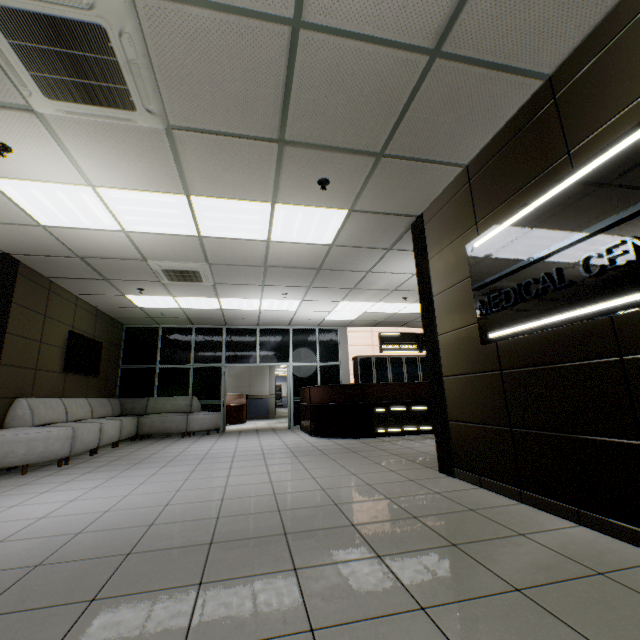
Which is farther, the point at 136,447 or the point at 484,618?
the point at 136,447

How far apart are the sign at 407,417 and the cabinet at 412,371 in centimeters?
291cm

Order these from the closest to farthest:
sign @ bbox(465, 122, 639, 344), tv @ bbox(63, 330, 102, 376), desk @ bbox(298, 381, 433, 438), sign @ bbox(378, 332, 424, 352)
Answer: sign @ bbox(465, 122, 639, 344) → tv @ bbox(63, 330, 102, 376) → desk @ bbox(298, 381, 433, 438) → sign @ bbox(378, 332, 424, 352)

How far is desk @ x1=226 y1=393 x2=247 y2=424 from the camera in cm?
1233

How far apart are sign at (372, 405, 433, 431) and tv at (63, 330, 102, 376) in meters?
6.4 m

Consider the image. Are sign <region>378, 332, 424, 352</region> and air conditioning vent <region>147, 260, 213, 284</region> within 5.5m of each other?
no

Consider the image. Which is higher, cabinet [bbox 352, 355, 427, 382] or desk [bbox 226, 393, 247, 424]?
cabinet [bbox 352, 355, 427, 382]

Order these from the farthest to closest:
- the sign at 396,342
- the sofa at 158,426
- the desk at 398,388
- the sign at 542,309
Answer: the sign at 396,342 < the desk at 398,388 < the sofa at 158,426 < the sign at 542,309
